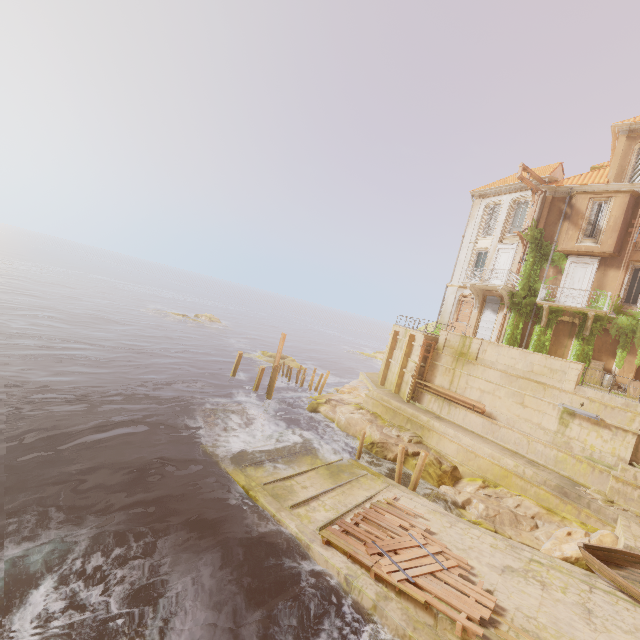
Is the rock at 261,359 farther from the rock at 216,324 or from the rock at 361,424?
the rock at 216,324

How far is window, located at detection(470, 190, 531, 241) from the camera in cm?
2461

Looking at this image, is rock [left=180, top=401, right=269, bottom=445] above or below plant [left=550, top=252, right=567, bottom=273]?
below

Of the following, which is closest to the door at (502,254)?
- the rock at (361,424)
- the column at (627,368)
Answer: the column at (627,368)

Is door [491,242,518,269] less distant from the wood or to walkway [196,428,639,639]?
walkway [196,428,639,639]

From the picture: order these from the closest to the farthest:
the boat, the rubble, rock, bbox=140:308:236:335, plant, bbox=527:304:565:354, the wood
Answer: the wood → the boat → the rubble → plant, bbox=527:304:565:354 → rock, bbox=140:308:236:335

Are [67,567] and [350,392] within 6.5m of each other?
no

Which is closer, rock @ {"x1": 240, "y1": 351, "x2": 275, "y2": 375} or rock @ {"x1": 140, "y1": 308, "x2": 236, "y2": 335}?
rock @ {"x1": 240, "y1": 351, "x2": 275, "y2": 375}
